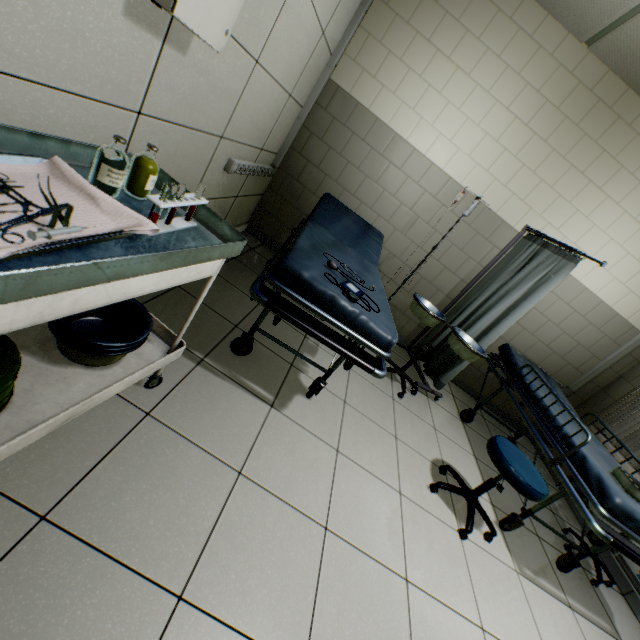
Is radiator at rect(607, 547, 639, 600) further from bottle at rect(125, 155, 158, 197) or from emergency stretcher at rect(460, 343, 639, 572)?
bottle at rect(125, 155, 158, 197)

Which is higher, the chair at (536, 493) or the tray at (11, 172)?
the tray at (11, 172)

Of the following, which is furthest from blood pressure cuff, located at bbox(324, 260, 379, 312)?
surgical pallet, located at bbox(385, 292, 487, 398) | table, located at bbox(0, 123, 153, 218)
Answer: surgical pallet, located at bbox(385, 292, 487, 398)

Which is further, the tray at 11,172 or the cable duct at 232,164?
the cable duct at 232,164

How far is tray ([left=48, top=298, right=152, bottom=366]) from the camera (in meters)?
1.06

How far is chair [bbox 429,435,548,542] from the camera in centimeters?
192cm

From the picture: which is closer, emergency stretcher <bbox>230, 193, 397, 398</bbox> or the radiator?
emergency stretcher <bbox>230, 193, 397, 398</bbox>

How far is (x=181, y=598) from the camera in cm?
105
